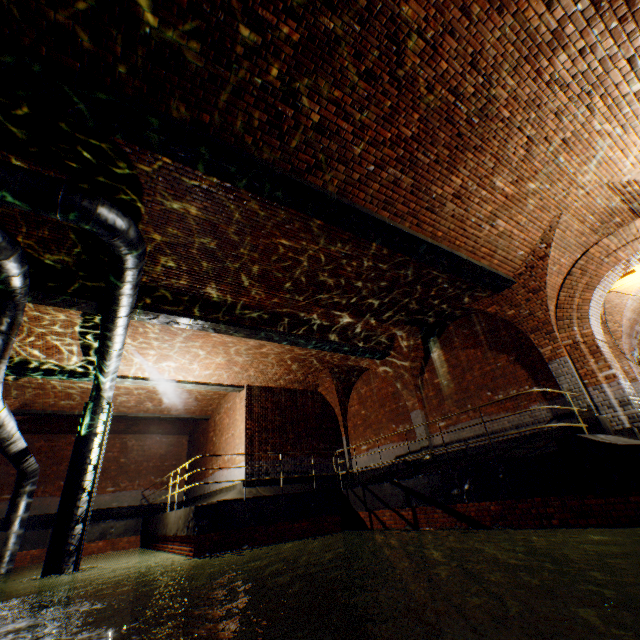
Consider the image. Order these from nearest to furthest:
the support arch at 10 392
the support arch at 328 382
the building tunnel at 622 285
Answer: the building tunnel at 622 285 < the support arch at 10 392 < the support arch at 328 382

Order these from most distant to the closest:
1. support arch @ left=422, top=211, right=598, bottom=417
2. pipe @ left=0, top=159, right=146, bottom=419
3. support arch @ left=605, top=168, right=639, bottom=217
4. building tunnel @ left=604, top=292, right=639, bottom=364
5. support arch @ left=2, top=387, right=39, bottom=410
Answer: support arch @ left=2, top=387, right=39, bottom=410 → building tunnel @ left=604, top=292, right=639, bottom=364 → support arch @ left=422, top=211, right=598, bottom=417 → support arch @ left=605, top=168, right=639, bottom=217 → pipe @ left=0, top=159, right=146, bottom=419

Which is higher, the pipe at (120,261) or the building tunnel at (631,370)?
the pipe at (120,261)

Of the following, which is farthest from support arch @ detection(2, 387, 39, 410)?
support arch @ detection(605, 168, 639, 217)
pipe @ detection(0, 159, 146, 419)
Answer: support arch @ detection(605, 168, 639, 217)

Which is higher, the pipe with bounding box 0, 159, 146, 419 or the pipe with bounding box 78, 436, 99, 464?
the pipe with bounding box 0, 159, 146, 419

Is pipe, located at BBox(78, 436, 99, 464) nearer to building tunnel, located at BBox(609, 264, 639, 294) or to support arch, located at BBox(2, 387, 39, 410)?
support arch, located at BBox(2, 387, 39, 410)

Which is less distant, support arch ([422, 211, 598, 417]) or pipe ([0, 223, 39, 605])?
pipe ([0, 223, 39, 605])

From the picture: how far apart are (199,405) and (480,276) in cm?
1421
